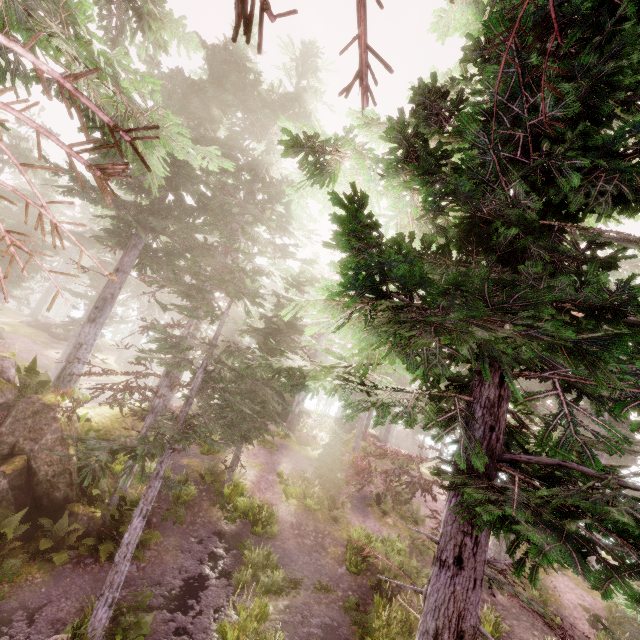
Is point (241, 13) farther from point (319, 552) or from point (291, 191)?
point (319, 552)

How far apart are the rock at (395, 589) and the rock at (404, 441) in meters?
38.1

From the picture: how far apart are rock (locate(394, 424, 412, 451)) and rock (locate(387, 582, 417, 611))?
38.1 meters

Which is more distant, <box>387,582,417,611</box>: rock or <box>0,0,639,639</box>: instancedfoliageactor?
<box>387,582,417,611</box>: rock

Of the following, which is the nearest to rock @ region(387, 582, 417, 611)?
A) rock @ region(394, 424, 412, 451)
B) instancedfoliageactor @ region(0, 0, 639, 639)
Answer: instancedfoliageactor @ region(0, 0, 639, 639)

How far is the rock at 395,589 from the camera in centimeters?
1109cm

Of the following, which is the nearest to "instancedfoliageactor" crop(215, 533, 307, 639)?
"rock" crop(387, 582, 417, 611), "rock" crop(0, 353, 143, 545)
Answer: "rock" crop(0, 353, 143, 545)
